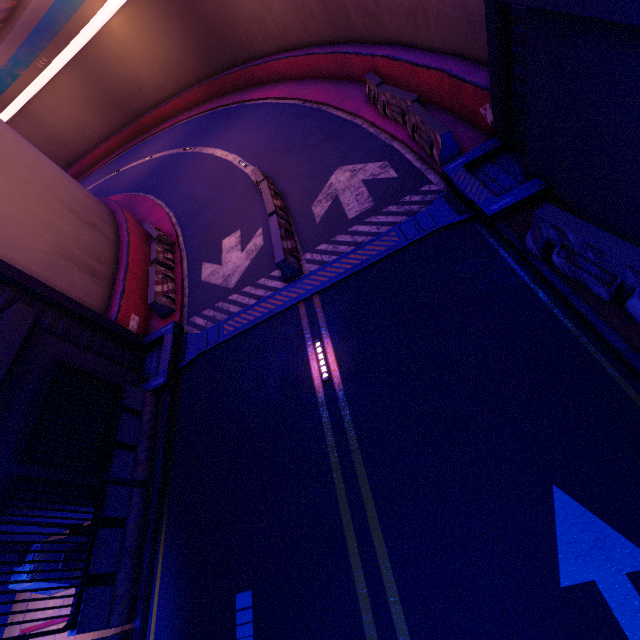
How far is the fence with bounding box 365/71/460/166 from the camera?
8.87m

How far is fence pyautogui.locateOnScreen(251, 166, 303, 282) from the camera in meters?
9.6 m

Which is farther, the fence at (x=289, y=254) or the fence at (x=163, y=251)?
the fence at (x=163, y=251)

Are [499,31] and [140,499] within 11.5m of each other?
no

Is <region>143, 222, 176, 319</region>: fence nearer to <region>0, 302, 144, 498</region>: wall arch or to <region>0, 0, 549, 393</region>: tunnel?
<region>0, 0, 549, 393</region>: tunnel

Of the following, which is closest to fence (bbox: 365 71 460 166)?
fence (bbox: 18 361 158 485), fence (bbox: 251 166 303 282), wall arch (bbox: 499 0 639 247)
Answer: wall arch (bbox: 499 0 639 247)

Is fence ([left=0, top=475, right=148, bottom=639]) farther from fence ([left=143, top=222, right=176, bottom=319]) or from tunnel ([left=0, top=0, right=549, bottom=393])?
fence ([left=143, top=222, right=176, bottom=319])

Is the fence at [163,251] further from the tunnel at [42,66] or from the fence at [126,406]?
the fence at [126,406]
